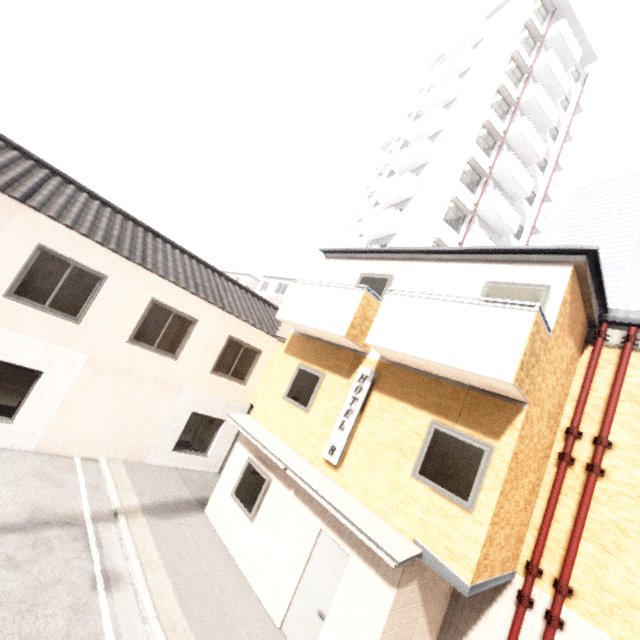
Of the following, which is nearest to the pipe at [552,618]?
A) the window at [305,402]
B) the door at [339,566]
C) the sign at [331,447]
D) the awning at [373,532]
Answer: the awning at [373,532]

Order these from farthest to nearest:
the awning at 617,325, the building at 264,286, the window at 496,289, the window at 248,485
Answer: the building at 264,286, the window at 248,485, the awning at 617,325, the window at 496,289

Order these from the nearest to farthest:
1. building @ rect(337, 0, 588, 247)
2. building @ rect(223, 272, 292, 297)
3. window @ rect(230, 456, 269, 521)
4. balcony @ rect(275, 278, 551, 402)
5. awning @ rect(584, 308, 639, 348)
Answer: balcony @ rect(275, 278, 551, 402) → awning @ rect(584, 308, 639, 348) → window @ rect(230, 456, 269, 521) → building @ rect(337, 0, 588, 247) → building @ rect(223, 272, 292, 297)

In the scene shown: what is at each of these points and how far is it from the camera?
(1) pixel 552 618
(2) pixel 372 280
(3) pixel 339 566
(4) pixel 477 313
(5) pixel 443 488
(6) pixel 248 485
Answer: (1) pipe, 6.08m
(2) window, 9.10m
(3) door, 6.46m
(4) balcony, 5.66m
(5) window, 5.79m
(6) window, 8.79m

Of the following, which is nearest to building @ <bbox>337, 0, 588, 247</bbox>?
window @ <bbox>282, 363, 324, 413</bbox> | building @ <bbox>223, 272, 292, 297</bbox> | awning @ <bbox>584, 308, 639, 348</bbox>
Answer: building @ <bbox>223, 272, 292, 297</bbox>

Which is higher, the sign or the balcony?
the balcony

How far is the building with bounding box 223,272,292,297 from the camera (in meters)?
37.59

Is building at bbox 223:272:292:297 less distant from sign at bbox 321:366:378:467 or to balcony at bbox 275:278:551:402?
sign at bbox 321:366:378:467
